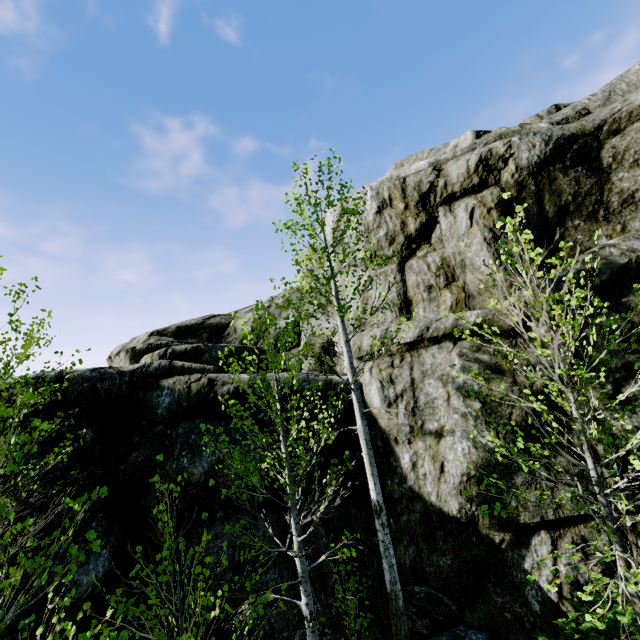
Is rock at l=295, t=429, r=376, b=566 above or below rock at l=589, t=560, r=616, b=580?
above

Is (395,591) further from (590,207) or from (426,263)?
(590,207)

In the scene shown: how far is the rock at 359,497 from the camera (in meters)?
6.73

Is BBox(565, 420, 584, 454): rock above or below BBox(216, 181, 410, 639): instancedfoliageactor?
above

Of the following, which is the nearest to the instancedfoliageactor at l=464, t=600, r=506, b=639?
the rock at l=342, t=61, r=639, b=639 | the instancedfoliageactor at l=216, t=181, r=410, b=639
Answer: the rock at l=342, t=61, r=639, b=639

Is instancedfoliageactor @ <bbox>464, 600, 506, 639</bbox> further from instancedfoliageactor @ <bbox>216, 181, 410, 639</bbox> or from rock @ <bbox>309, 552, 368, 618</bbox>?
instancedfoliageactor @ <bbox>216, 181, 410, 639</bbox>

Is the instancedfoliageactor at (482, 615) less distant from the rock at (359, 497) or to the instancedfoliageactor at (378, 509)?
the rock at (359, 497)
